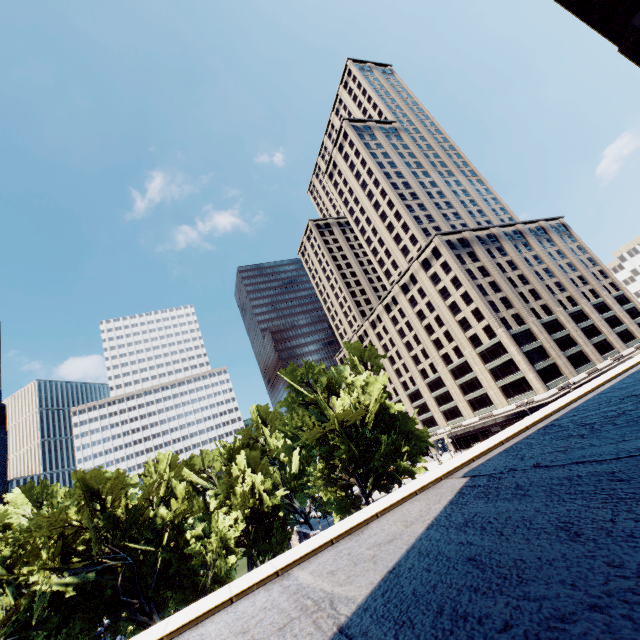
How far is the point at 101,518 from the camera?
31.11m

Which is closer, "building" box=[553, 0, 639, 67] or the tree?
the tree

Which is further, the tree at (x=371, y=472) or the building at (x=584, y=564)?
the tree at (x=371, y=472)

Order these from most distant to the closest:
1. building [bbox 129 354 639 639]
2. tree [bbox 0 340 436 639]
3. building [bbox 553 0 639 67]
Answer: building [bbox 553 0 639 67], tree [bbox 0 340 436 639], building [bbox 129 354 639 639]

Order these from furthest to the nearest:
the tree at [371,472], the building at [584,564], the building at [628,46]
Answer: the building at [628,46] → the tree at [371,472] → the building at [584,564]

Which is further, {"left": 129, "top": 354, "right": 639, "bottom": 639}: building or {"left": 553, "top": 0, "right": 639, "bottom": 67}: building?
{"left": 553, "top": 0, "right": 639, "bottom": 67}: building

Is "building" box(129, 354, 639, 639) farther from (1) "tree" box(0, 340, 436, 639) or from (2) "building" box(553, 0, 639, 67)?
(2) "building" box(553, 0, 639, 67)

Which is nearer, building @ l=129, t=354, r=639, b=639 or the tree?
building @ l=129, t=354, r=639, b=639
